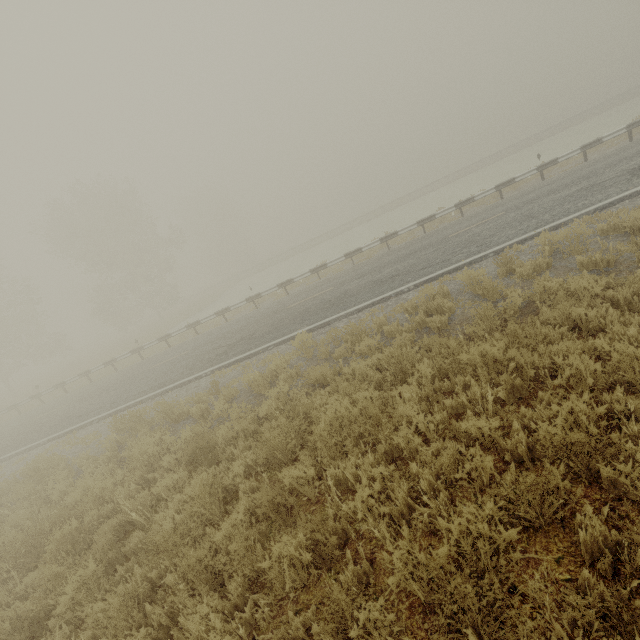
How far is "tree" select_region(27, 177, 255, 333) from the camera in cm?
3259

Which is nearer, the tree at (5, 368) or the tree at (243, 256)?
the tree at (5, 368)

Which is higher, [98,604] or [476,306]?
[98,604]

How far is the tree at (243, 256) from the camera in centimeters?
3259cm

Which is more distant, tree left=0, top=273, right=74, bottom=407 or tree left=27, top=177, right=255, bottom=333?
tree left=27, top=177, right=255, bottom=333
